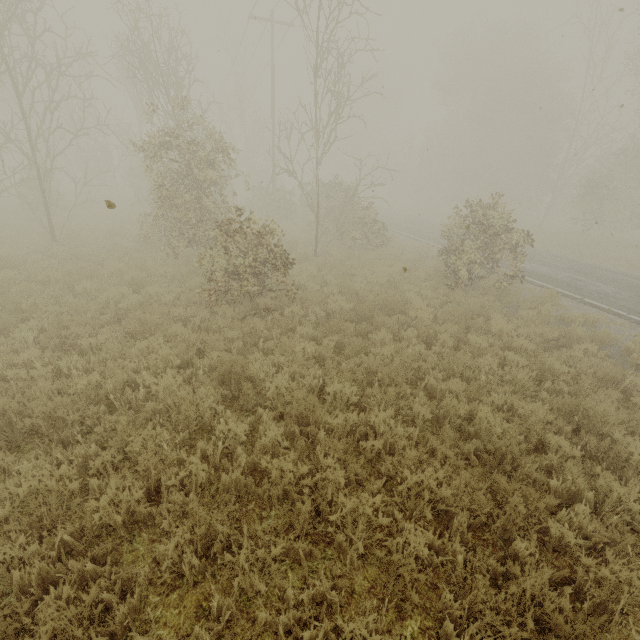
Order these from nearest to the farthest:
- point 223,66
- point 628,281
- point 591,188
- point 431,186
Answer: point 628,281
point 223,66
point 591,188
point 431,186
